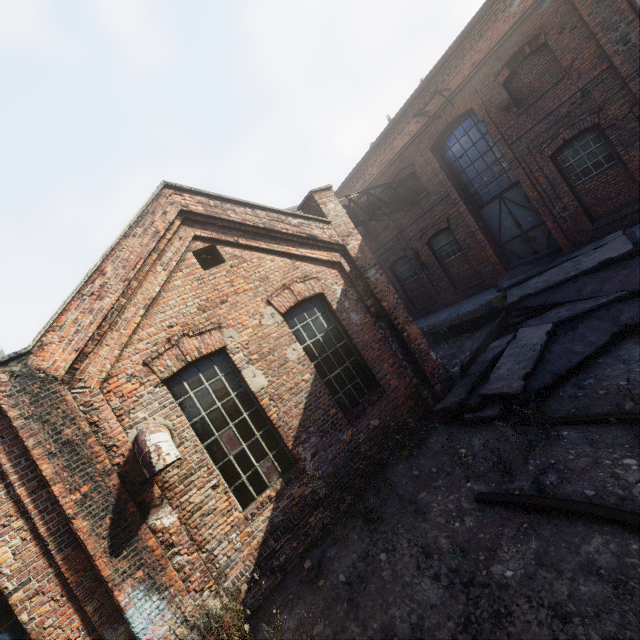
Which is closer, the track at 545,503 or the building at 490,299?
the track at 545,503

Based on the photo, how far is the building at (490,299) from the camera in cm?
1165

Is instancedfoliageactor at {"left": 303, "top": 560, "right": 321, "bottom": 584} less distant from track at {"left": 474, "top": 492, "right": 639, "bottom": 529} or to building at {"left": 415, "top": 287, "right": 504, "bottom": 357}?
track at {"left": 474, "top": 492, "right": 639, "bottom": 529}

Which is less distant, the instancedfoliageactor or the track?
the track

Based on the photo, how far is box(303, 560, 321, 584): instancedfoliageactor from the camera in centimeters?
482cm

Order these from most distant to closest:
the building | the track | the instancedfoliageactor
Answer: the building, the instancedfoliageactor, the track

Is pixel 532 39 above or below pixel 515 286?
above
